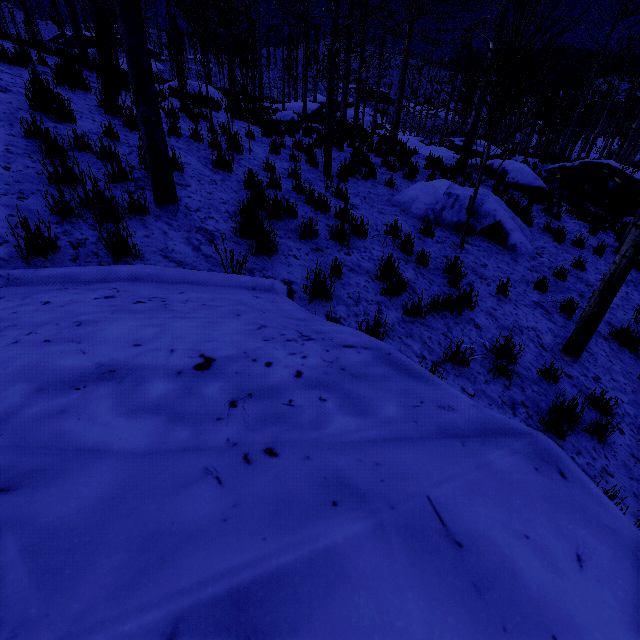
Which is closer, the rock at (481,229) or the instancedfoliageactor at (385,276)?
the instancedfoliageactor at (385,276)

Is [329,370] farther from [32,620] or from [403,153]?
[403,153]

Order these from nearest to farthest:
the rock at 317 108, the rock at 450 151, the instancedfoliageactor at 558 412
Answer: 1. the instancedfoliageactor at 558 412
2. the rock at 450 151
3. the rock at 317 108

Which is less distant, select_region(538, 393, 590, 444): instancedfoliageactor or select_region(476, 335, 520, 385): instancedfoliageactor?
→ select_region(538, 393, 590, 444): instancedfoliageactor

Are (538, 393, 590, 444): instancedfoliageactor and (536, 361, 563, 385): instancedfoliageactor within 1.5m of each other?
yes

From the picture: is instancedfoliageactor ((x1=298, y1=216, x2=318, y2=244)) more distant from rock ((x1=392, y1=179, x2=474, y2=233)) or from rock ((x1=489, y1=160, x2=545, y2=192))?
rock ((x1=392, y1=179, x2=474, y2=233))

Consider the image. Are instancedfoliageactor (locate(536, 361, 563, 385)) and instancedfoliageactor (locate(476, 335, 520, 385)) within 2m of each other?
yes

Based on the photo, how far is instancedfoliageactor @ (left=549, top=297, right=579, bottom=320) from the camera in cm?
614
